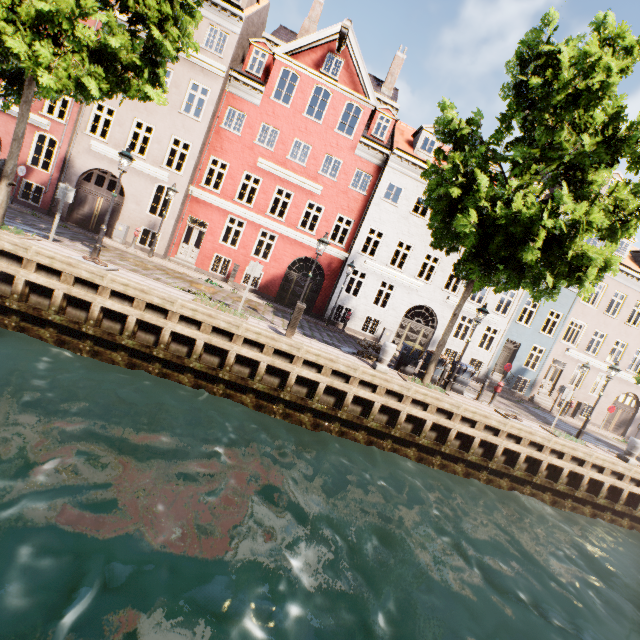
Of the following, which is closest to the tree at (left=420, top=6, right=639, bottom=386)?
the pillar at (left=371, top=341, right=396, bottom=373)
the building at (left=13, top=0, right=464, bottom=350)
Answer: the pillar at (left=371, top=341, right=396, bottom=373)

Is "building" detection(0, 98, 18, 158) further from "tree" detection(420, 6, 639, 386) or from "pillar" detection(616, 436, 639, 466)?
"pillar" detection(616, 436, 639, 466)

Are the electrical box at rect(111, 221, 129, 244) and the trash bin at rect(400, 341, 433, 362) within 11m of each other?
no

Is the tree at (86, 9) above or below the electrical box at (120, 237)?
above

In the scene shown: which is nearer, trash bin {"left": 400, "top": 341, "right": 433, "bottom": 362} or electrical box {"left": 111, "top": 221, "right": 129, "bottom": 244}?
trash bin {"left": 400, "top": 341, "right": 433, "bottom": 362}

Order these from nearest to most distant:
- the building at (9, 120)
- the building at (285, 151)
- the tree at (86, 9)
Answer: the tree at (86, 9) → the building at (9, 120) → the building at (285, 151)

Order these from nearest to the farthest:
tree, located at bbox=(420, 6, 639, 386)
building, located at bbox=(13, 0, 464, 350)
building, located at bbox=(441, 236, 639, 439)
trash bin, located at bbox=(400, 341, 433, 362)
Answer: tree, located at bbox=(420, 6, 639, 386), trash bin, located at bbox=(400, 341, 433, 362), building, located at bbox=(13, 0, 464, 350), building, located at bbox=(441, 236, 639, 439)

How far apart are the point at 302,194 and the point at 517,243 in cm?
1325
